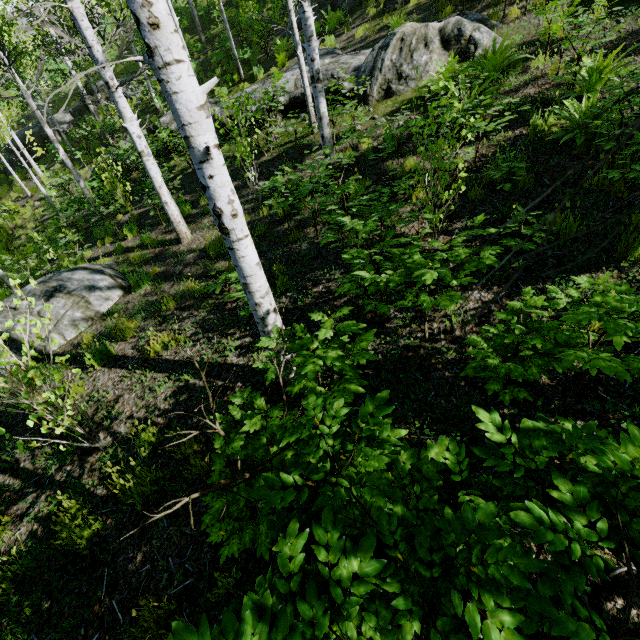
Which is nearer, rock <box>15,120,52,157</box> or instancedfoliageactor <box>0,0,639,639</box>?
A: instancedfoliageactor <box>0,0,639,639</box>

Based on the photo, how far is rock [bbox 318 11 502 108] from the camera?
7.6m

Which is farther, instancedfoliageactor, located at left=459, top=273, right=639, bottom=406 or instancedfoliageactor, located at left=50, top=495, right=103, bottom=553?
instancedfoliageactor, located at left=50, top=495, right=103, bottom=553

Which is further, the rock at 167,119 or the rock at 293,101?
the rock at 167,119

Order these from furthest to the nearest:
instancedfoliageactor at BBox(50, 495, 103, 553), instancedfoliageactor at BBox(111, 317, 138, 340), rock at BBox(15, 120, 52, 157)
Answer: rock at BBox(15, 120, 52, 157)
instancedfoliageactor at BBox(111, 317, 138, 340)
instancedfoliageactor at BBox(50, 495, 103, 553)

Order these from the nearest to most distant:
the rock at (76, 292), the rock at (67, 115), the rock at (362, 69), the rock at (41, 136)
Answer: the rock at (76, 292), the rock at (362, 69), the rock at (67, 115), the rock at (41, 136)

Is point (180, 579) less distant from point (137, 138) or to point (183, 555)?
point (183, 555)

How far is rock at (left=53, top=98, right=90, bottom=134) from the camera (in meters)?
21.09
